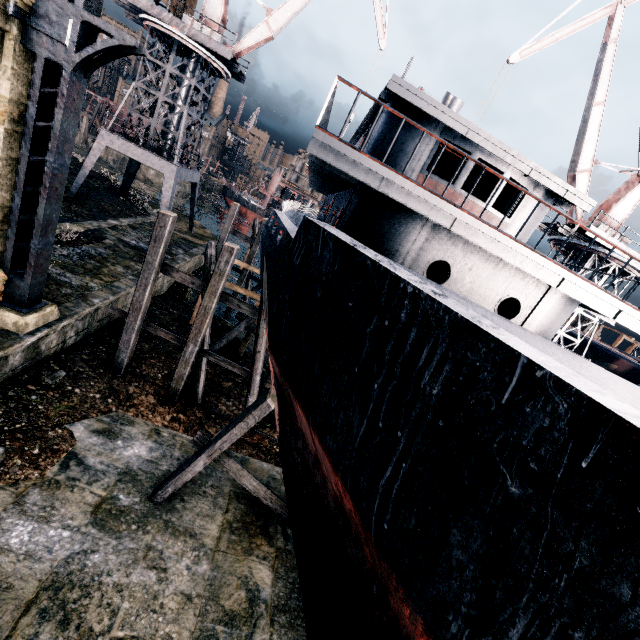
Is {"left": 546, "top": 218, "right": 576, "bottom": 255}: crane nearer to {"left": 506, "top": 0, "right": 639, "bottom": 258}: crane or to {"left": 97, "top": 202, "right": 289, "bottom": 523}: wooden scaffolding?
{"left": 506, "top": 0, "right": 639, "bottom": 258}: crane

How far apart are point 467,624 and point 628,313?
9.3 meters

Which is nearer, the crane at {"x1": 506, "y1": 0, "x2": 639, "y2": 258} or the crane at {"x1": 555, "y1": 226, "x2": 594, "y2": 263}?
the crane at {"x1": 506, "y1": 0, "x2": 639, "y2": 258}

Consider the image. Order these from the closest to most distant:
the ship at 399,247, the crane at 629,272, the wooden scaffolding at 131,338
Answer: the ship at 399,247
the wooden scaffolding at 131,338
the crane at 629,272

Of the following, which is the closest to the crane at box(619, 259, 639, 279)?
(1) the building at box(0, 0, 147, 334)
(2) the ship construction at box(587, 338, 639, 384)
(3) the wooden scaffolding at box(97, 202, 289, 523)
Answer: (2) the ship construction at box(587, 338, 639, 384)

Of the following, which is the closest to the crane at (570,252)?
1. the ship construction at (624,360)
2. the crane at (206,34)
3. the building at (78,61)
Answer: the ship construction at (624,360)

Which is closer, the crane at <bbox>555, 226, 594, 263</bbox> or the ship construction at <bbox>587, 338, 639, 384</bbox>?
the crane at <bbox>555, 226, 594, 263</bbox>

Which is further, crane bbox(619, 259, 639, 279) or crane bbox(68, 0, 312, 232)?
crane bbox(68, 0, 312, 232)
